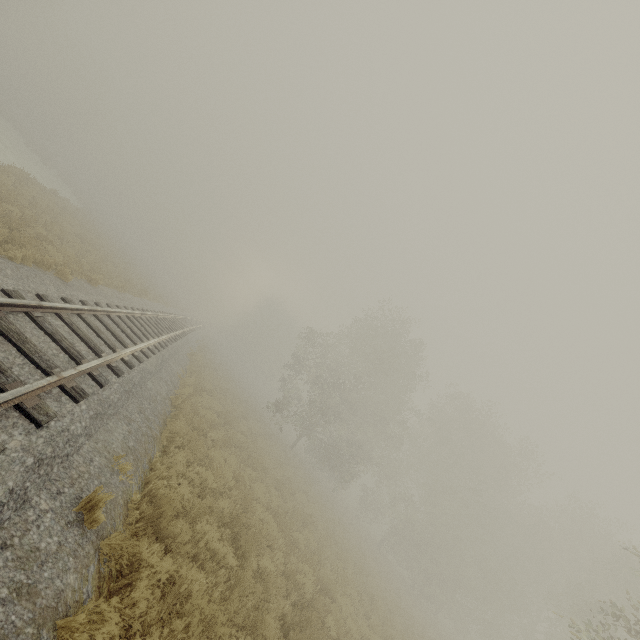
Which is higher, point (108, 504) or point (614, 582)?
point (614, 582)
